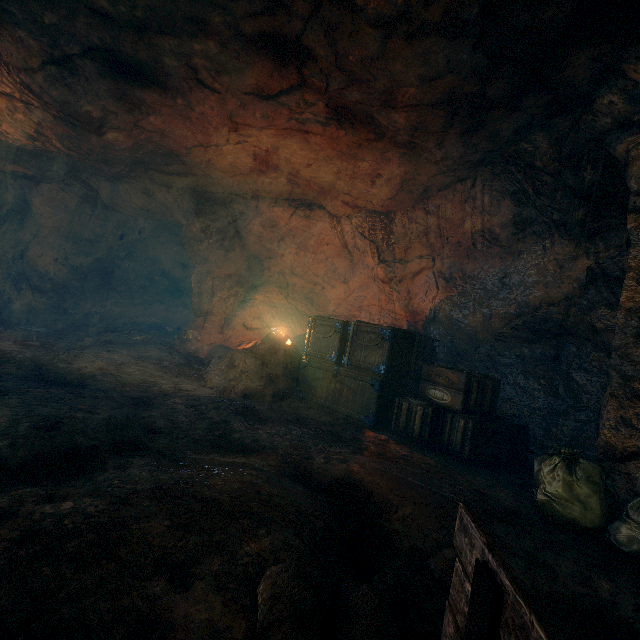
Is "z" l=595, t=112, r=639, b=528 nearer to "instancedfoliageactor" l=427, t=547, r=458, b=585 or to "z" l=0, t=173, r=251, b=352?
"instancedfoliageactor" l=427, t=547, r=458, b=585

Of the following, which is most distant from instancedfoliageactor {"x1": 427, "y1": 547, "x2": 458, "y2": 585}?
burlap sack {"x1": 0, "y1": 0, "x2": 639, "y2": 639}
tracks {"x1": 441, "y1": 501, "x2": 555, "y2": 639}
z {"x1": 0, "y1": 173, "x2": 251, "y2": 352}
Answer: z {"x1": 0, "y1": 173, "x2": 251, "y2": 352}

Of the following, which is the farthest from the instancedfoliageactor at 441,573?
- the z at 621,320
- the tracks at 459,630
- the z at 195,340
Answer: the z at 195,340

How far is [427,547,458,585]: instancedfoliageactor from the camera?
2.1m

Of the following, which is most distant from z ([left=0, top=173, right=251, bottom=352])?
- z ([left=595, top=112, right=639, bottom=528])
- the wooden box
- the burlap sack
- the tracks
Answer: the tracks

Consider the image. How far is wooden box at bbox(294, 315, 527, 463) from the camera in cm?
476

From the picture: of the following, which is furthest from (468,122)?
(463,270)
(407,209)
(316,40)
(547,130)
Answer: (463,270)

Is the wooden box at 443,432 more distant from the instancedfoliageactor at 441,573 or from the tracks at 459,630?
the tracks at 459,630
